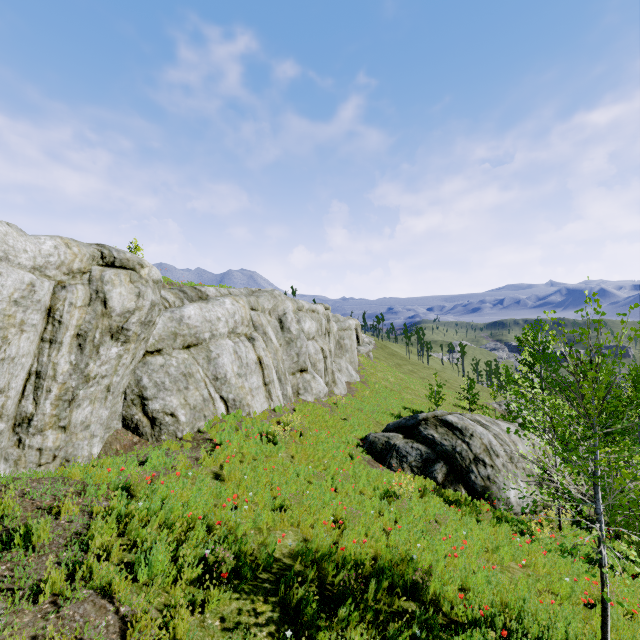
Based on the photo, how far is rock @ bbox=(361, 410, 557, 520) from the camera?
12.4m

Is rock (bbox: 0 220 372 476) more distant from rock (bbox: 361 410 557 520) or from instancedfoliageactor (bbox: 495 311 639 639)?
rock (bbox: 361 410 557 520)

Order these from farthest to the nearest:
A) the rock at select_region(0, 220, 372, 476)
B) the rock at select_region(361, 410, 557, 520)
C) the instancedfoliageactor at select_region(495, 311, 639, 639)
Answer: the rock at select_region(361, 410, 557, 520), the rock at select_region(0, 220, 372, 476), the instancedfoliageactor at select_region(495, 311, 639, 639)

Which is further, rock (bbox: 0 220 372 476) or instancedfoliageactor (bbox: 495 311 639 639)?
rock (bbox: 0 220 372 476)

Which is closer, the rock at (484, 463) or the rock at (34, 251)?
the rock at (34, 251)

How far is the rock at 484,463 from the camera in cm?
1244

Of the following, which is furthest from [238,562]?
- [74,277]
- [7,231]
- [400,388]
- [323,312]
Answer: [400,388]
